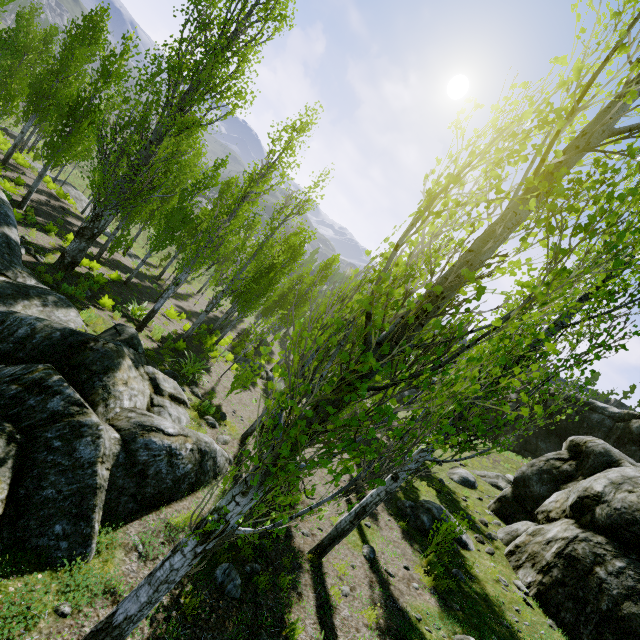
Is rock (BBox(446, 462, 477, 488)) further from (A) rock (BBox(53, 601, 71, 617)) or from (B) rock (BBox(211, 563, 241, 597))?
(B) rock (BBox(211, 563, 241, 597))

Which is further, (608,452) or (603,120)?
(608,452)

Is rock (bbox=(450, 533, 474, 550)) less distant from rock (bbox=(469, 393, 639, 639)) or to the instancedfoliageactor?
rock (bbox=(469, 393, 639, 639))

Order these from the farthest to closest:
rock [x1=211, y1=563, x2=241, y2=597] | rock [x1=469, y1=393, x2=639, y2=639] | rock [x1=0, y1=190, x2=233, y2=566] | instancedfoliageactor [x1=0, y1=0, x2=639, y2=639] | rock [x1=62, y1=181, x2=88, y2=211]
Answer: rock [x1=62, y1=181, x2=88, y2=211] → rock [x1=469, y1=393, x2=639, y2=639] → rock [x1=211, y1=563, x2=241, y2=597] → rock [x1=0, y1=190, x2=233, y2=566] → instancedfoliageactor [x1=0, y1=0, x2=639, y2=639]

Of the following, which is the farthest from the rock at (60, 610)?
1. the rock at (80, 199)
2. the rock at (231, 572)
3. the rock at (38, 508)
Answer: the rock at (80, 199)

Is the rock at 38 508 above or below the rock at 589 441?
below

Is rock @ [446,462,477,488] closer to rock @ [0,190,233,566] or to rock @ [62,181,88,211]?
rock @ [0,190,233,566]
